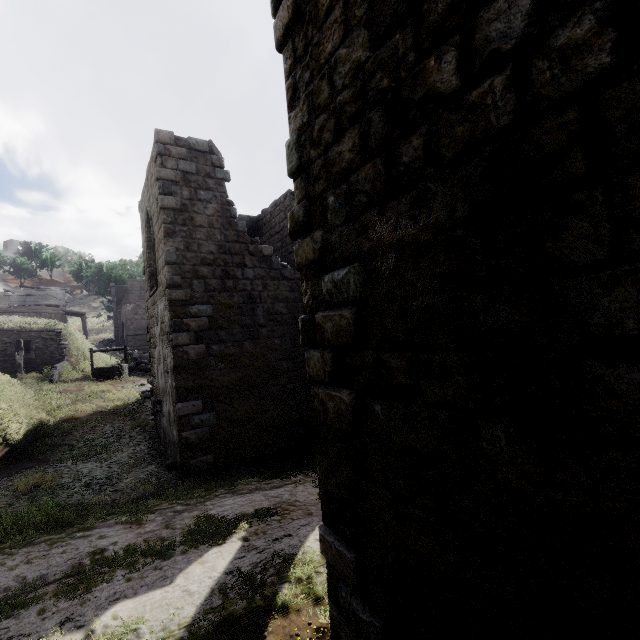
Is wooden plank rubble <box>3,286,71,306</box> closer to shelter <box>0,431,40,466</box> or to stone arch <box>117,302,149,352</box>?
stone arch <box>117,302,149,352</box>

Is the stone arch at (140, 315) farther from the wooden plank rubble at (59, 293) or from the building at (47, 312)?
the wooden plank rubble at (59, 293)

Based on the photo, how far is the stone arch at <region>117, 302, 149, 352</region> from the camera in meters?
37.1 m

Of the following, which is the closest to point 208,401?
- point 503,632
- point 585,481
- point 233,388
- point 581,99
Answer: point 233,388

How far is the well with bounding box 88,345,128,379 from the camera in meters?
20.4 m

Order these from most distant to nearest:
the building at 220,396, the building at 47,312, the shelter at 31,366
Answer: the building at 47,312, the shelter at 31,366, the building at 220,396

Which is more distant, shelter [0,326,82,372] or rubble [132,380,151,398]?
shelter [0,326,82,372]

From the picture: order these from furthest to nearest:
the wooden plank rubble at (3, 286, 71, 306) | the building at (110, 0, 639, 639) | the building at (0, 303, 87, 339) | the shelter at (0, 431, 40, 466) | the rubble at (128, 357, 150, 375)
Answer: the wooden plank rubble at (3, 286, 71, 306) < the building at (0, 303, 87, 339) < the rubble at (128, 357, 150, 375) < the shelter at (0, 431, 40, 466) < the building at (110, 0, 639, 639)
